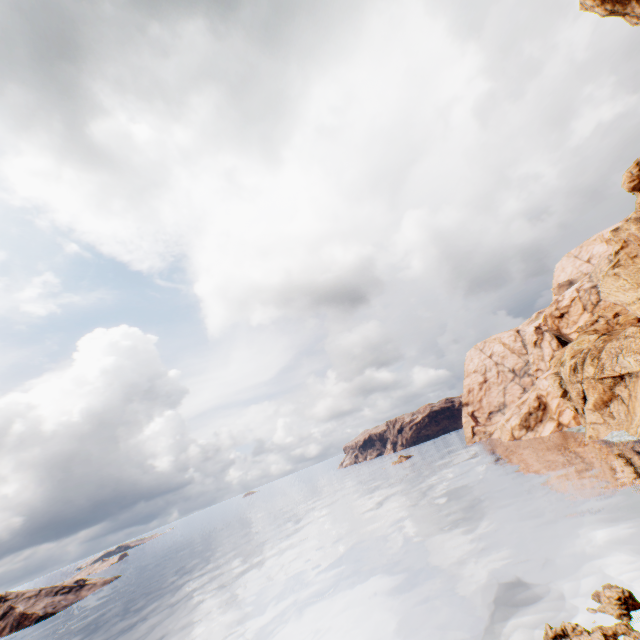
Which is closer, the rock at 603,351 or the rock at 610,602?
the rock at 610,602

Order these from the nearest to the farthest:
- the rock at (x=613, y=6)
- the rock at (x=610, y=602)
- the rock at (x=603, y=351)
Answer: the rock at (x=613, y=6) < the rock at (x=610, y=602) < the rock at (x=603, y=351)

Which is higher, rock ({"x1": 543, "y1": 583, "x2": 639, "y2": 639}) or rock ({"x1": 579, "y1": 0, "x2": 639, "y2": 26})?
rock ({"x1": 579, "y1": 0, "x2": 639, "y2": 26})

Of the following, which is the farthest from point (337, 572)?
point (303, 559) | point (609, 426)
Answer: point (609, 426)

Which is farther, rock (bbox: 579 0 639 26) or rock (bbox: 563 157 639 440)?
rock (bbox: 563 157 639 440)

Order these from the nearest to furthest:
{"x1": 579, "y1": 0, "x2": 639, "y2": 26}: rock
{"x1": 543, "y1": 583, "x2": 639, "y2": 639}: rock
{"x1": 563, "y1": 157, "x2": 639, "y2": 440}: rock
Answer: {"x1": 579, "y1": 0, "x2": 639, "y2": 26}: rock
{"x1": 543, "y1": 583, "x2": 639, "y2": 639}: rock
{"x1": 563, "y1": 157, "x2": 639, "y2": 440}: rock
